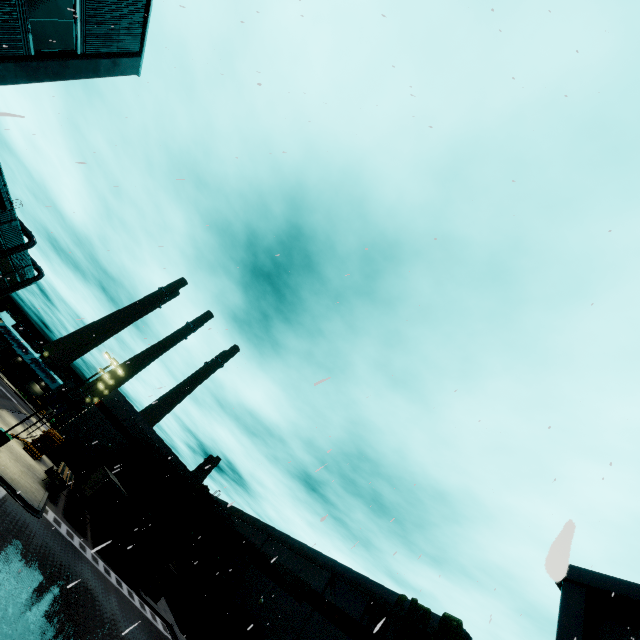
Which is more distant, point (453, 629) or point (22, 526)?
point (22, 526)

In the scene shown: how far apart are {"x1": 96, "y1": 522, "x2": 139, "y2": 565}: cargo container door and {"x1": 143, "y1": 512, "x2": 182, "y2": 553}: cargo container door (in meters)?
0.57

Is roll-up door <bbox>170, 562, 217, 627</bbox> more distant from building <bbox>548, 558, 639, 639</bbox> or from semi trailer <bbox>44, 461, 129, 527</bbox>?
semi trailer <bbox>44, 461, 129, 527</bbox>

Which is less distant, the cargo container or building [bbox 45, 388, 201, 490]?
the cargo container

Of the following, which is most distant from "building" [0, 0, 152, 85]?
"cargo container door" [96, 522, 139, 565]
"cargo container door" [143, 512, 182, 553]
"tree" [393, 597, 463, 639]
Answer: "cargo container door" [143, 512, 182, 553]

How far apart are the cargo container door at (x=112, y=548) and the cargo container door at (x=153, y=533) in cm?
57

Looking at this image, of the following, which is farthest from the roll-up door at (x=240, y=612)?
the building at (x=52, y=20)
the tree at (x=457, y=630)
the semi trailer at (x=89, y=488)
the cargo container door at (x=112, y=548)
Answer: the tree at (x=457, y=630)
